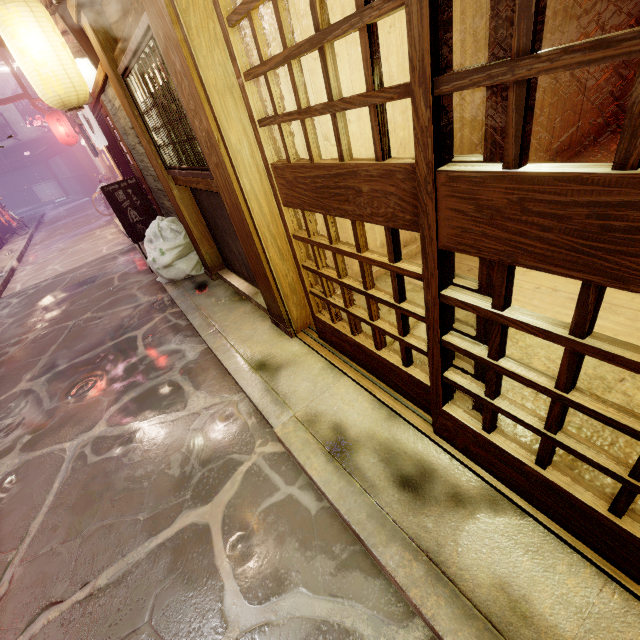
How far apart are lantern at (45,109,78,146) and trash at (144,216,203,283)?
19.4 meters

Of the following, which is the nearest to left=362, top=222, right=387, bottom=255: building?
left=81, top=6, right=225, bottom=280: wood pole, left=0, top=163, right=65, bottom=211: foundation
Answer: left=81, top=6, right=225, bottom=280: wood pole

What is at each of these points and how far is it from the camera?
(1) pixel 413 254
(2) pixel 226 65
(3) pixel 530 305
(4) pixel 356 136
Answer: (1) building, 7.64m
(2) door frame, 3.90m
(3) building, 5.37m
(4) building, 5.80m

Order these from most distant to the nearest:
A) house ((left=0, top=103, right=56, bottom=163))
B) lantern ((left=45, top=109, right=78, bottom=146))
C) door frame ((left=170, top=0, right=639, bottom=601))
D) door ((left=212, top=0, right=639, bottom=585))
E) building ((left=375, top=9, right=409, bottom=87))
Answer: house ((left=0, top=103, right=56, bottom=163)) → lantern ((left=45, top=109, right=78, bottom=146)) → building ((left=375, top=9, right=409, bottom=87)) → door frame ((left=170, top=0, right=639, bottom=601)) → door ((left=212, top=0, right=639, bottom=585))

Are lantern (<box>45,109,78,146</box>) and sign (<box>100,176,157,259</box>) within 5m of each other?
no

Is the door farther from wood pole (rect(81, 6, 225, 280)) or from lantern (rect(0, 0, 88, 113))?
lantern (rect(0, 0, 88, 113))

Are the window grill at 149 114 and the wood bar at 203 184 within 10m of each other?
yes

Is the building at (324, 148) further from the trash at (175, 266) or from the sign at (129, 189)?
the sign at (129, 189)
